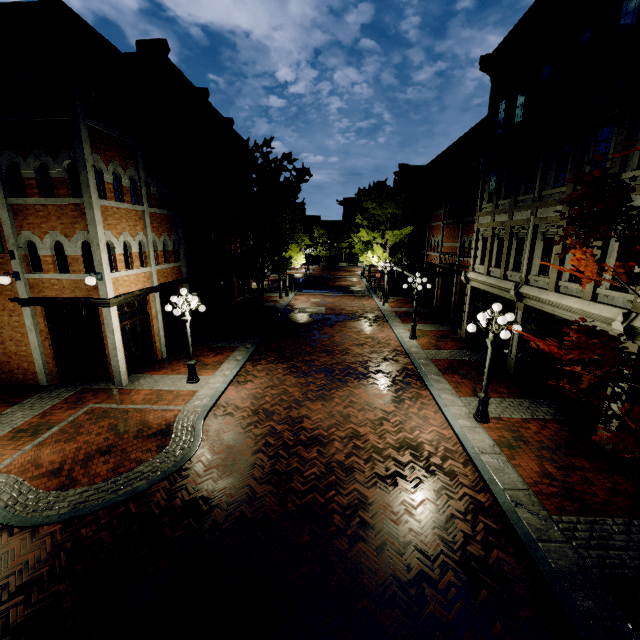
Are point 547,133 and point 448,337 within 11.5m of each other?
yes

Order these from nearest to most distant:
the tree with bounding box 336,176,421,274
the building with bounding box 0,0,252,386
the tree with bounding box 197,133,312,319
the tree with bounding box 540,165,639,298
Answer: the tree with bounding box 540,165,639,298 → the building with bounding box 0,0,252,386 → the tree with bounding box 197,133,312,319 → the tree with bounding box 336,176,421,274

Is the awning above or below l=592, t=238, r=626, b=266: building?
below

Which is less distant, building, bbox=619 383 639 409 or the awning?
building, bbox=619 383 639 409

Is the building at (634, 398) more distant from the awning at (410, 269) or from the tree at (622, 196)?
the awning at (410, 269)

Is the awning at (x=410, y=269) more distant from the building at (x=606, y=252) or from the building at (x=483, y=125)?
the building at (x=606, y=252)

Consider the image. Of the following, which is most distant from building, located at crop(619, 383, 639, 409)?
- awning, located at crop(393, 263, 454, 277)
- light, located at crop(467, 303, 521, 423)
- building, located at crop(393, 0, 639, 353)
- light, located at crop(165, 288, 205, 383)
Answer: awning, located at crop(393, 263, 454, 277)

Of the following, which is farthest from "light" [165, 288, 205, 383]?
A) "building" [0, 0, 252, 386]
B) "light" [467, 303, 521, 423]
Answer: "building" [0, 0, 252, 386]
